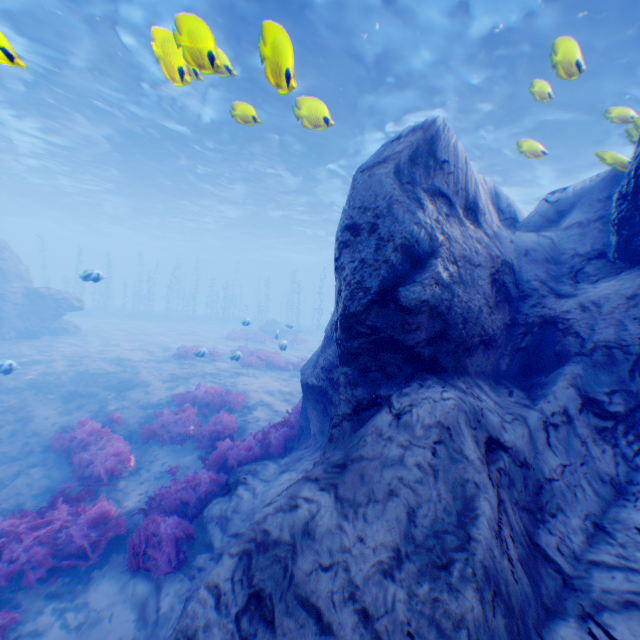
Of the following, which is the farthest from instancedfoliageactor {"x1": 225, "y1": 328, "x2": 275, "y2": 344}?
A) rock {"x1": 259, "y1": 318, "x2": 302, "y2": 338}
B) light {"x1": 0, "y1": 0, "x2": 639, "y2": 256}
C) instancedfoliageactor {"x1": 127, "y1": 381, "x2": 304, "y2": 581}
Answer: instancedfoliageactor {"x1": 127, "y1": 381, "x2": 304, "y2": 581}

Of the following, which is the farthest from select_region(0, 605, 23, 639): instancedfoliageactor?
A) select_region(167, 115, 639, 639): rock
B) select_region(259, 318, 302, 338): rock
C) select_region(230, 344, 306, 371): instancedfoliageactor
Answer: select_region(259, 318, 302, 338): rock

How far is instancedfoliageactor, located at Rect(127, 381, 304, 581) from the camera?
5.54m

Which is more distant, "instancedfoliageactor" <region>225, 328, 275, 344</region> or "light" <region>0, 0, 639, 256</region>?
"instancedfoliageactor" <region>225, 328, 275, 344</region>

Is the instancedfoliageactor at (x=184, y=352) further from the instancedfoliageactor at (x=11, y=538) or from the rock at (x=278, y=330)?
the rock at (x=278, y=330)

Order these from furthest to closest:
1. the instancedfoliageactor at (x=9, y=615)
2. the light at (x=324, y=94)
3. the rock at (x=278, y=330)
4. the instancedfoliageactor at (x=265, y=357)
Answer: the rock at (x=278, y=330) < the instancedfoliageactor at (x=265, y=357) < the light at (x=324, y=94) < the instancedfoliageactor at (x=9, y=615)

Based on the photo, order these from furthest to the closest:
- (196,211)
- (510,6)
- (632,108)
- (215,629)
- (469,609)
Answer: (196,211) → (632,108) → (510,6) → (215,629) → (469,609)

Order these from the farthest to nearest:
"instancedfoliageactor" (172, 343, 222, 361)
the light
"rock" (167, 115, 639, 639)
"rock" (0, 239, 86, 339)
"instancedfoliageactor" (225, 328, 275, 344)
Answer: "instancedfoliageactor" (225, 328, 275, 344) → "rock" (0, 239, 86, 339) → "instancedfoliageactor" (172, 343, 222, 361) → the light → "rock" (167, 115, 639, 639)
